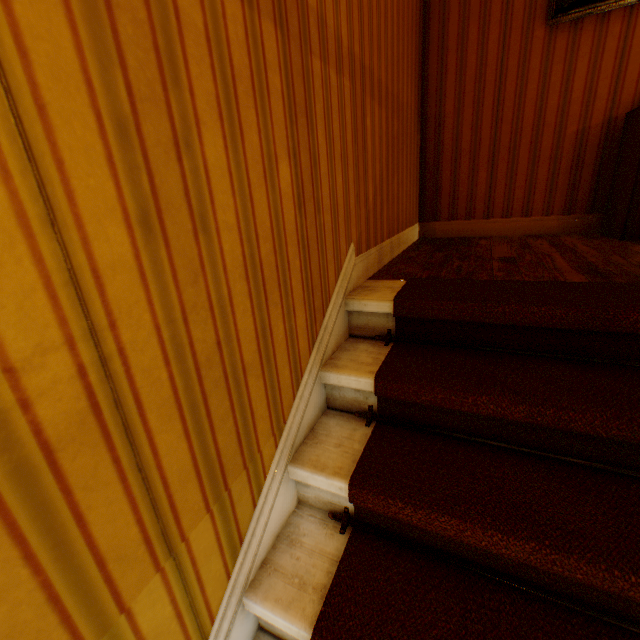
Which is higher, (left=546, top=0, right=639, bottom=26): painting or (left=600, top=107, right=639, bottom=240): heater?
(left=546, top=0, right=639, bottom=26): painting

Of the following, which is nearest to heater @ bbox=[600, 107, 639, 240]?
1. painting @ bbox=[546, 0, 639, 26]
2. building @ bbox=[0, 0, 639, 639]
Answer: building @ bbox=[0, 0, 639, 639]

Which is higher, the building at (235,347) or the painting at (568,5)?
the painting at (568,5)

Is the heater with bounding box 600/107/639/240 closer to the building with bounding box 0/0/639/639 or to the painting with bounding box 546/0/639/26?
the building with bounding box 0/0/639/639

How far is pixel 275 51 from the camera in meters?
1.0 m

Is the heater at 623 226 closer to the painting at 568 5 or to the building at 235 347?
the building at 235 347

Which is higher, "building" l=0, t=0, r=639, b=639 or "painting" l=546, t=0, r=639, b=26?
"painting" l=546, t=0, r=639, b=26
